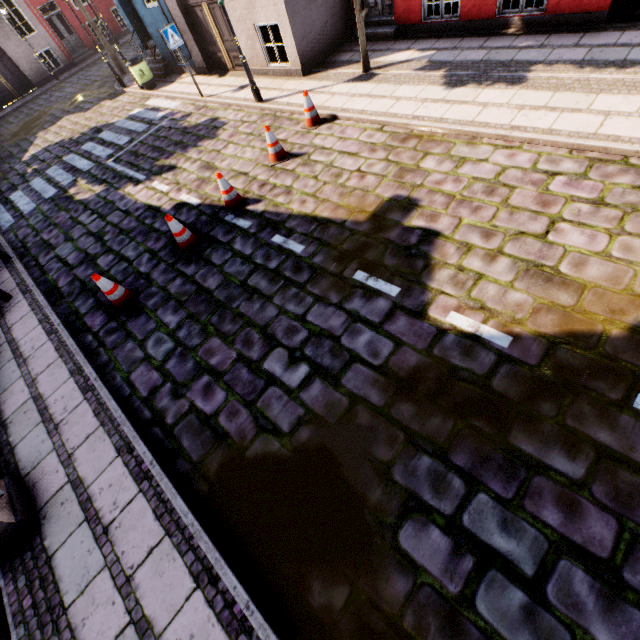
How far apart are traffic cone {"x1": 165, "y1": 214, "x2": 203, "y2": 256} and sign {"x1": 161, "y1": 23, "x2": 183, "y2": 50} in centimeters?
742cm

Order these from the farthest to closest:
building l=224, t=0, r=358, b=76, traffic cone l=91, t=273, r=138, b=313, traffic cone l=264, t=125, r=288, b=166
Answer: building l=224, t=0, r=358, b=76 < traffic cone l=264, t=125, r=288, b=166 < traffic cone l=91, t=273, r=138, b=313

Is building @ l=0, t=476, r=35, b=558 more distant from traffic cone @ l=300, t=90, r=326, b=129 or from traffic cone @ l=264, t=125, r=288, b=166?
traffic cone @ l=300, t=90, r=326, b=129

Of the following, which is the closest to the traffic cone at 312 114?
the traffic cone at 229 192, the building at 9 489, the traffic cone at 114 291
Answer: the traffic cone at 229 192

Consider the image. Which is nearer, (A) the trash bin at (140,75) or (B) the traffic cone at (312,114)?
(B) the traffic cone at (312,114)

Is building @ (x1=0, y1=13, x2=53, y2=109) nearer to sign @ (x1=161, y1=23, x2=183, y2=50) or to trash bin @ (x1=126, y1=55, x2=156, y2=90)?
trash bin @ (x1=126, y1=55, x2=156, y2=90)

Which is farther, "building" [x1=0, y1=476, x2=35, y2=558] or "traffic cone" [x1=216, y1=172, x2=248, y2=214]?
"traffic cone" [x1=216, y1=172, x2=248, y2=214]

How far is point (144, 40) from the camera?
13.0m
